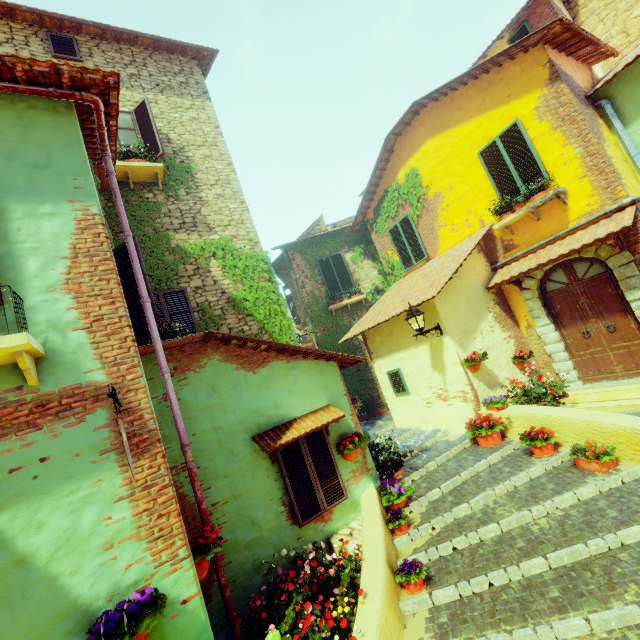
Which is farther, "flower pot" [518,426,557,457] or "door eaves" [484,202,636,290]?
"door eaves" [484,202,636,290]

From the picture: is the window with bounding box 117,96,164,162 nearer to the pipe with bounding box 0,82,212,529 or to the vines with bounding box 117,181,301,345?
the vines with bounding box 117,181,301,345

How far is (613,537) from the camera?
3.5m

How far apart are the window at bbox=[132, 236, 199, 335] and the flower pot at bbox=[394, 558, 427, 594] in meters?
4.8

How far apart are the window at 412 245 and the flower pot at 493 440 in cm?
502

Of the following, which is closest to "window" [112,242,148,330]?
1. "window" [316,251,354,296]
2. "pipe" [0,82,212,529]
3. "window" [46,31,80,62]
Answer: "pipe" [0,82,212,529]

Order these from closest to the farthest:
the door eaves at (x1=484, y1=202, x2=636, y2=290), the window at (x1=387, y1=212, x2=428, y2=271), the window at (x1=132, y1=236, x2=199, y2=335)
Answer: the window at (x1=132, y1=236, x2=199, y2=335)
the door eaves at (x1=484, y1=202, x2=636, y2=290)
the window at (x1=387, y1=212, x2=428, y2=271)

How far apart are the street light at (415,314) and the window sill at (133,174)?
6.48m
